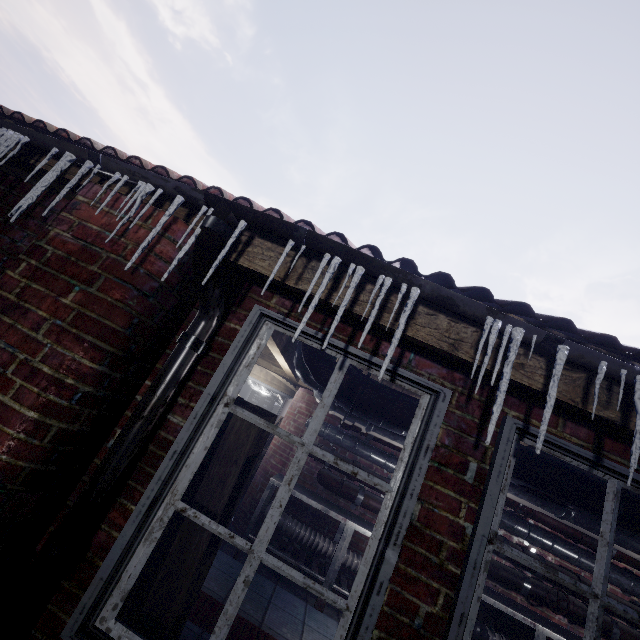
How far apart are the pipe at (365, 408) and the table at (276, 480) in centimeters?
95cm

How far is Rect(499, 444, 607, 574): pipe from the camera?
1.7m

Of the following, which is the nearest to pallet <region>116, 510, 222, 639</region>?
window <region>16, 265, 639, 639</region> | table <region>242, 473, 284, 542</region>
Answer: window <region>16, 265, 639, 639</region>

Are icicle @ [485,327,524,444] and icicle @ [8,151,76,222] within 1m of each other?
no

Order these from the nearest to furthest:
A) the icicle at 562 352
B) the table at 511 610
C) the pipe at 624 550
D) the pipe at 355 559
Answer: the icicle at 562 352
the pipe at 624 550
the table at 511 610
the pipe at 355 559

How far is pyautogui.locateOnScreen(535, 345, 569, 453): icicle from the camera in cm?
89

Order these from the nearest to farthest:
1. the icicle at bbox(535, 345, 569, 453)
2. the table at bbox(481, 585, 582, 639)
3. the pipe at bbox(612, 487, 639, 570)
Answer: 1. the icicle at bbox(535, 345, 569, 453)
2. the pipe at bbox(612, 487, 639, 570)
3. the table at bbox(481, 585, 582, 639)

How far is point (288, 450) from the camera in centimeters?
436cm
